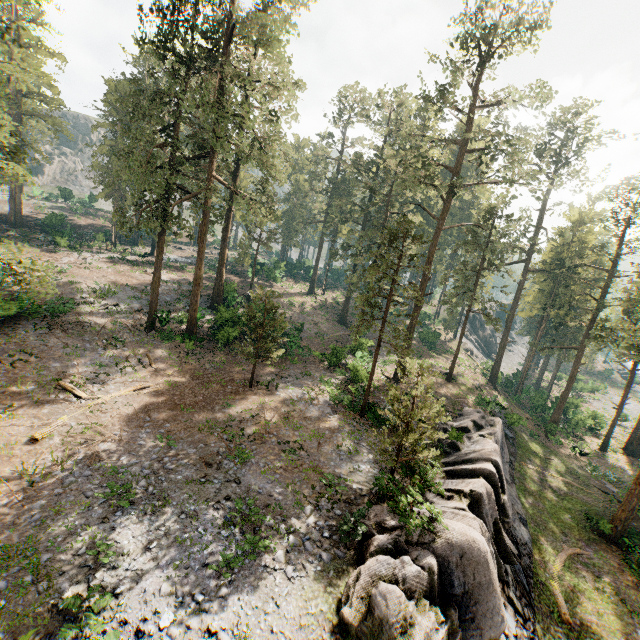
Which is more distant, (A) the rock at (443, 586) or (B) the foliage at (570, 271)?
(B) the foliage at (570, 271)

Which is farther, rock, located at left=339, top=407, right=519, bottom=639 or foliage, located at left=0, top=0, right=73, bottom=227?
rock, located at left=339, top=407, right=519, bottom=639

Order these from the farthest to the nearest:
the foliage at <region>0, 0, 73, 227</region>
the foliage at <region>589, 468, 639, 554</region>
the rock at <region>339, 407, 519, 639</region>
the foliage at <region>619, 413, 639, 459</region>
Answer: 1. the foliage at <region>619, 413, 639, 459</region>
2. the foliage at <region>589, 468, 639, 554</region>
3. the rock at <region>339, 407, 519, 639</region>
4. the foliage at <region>0, 0, 73, 227</region>

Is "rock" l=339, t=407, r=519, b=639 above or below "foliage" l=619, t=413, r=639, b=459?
above

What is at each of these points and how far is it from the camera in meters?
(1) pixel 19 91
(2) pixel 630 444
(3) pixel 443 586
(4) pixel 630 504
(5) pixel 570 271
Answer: (1) foliage, 38.7 m
(2) foliage, 37.1 m
(3) rock, 11.9 m
(4) foliage, 21.6 m
(5) foliage, 39.3 m

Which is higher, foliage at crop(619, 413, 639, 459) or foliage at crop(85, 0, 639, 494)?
foliage at crop(85, 0, 639, 494)

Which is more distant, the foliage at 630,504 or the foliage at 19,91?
the foliage at 630,504
